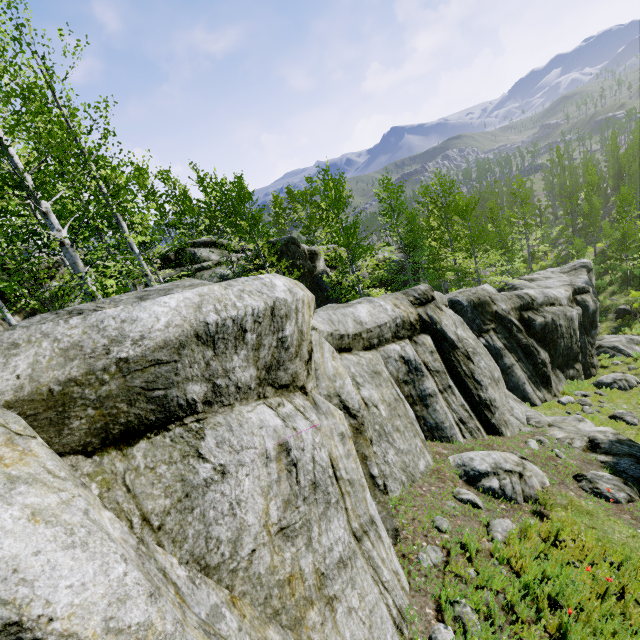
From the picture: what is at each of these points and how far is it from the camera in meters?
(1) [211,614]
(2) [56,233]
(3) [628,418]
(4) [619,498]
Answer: (1) rock, 2.0 m
(2) instancedfoliageactor, 7.2 m
(3) rock, 12.4 m
(4) rock, 6.7 m

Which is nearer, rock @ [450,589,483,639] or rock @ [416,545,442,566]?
rock @ [450,589,483,639]

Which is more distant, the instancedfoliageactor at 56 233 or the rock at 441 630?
the instancedfoliageactor at 56 233

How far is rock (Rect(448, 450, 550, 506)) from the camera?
6.3m

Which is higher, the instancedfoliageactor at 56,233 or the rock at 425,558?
the instancedfoliageactor at 56,233

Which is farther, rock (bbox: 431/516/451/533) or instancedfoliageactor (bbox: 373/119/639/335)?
instancedfoliageactor (bbox: 373/119/639/335)

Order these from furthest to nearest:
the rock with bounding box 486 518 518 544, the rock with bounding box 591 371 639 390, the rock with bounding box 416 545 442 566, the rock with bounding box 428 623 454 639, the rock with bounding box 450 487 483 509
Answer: the rock with bounding box 591 371 639 390 < the rock with bounding box 450 487 483 509 < the rock with bounding box 486 518 518 544 < the rock with bounding box 416 545 442 566 < the rock with bounding box 428 623 454 639
